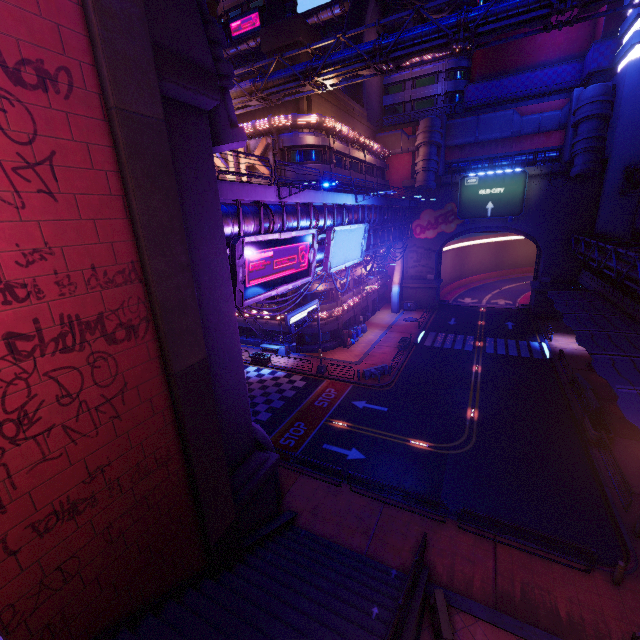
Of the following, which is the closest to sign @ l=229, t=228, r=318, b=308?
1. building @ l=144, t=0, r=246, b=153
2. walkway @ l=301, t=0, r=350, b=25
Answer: building @ l=144, t=0, r=246, b=153

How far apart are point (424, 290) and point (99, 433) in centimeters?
4679cm

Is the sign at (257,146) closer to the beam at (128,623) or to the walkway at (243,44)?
the beam at (128,623)

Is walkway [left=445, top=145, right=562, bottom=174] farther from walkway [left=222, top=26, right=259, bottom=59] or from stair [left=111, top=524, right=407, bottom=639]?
stair [left=111, top=524, right=407, bottom=639]

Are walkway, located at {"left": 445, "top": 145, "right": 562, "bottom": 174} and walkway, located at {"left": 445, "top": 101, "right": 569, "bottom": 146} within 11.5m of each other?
yes

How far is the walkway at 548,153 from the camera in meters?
39.7 m

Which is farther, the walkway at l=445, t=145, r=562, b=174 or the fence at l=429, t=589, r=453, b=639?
the walkway at l=445, t=145, r=562, b=174

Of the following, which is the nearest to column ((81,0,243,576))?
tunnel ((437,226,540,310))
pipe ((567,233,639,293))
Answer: pipe ((567,233,639,293))
